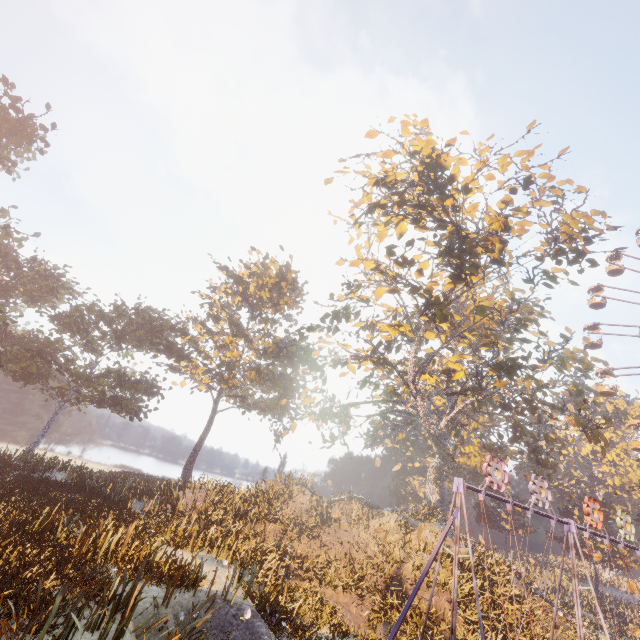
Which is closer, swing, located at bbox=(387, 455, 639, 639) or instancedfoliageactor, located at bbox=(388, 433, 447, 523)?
swing, located at bbox=(387, 455, 639, 639)

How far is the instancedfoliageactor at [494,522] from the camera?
17.4 meters

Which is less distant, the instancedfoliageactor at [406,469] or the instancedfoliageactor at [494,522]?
the instancedfoliageactor at [494,522]

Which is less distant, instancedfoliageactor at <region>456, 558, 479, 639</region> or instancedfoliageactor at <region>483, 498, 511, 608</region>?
instancedfoliageactor at <region>456, 558, 479, 639</region>

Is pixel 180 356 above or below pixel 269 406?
above

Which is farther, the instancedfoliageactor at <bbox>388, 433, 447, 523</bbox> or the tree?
the instancedfoliageactor at <bbox>388, 433, 447, 523</bbox>

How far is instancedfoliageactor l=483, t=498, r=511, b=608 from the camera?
17.4m
